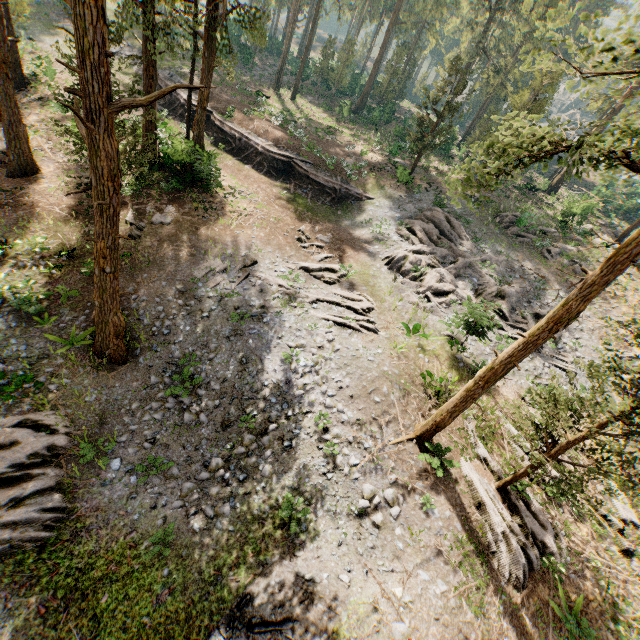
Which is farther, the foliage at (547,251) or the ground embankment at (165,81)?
the ground embankment at (165,81)

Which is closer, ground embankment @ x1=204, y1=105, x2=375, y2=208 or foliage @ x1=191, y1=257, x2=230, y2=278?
foliage @ x1=191, y1=257, x2=230, y2=278

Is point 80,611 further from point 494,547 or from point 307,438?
point 494,547

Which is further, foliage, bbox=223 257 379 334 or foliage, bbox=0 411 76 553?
foliage, bbox=223 257 379 334

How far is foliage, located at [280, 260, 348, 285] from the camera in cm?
1947

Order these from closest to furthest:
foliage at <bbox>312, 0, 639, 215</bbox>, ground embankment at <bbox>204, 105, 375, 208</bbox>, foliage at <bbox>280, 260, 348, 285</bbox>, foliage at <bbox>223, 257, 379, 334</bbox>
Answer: foliage at <bbox>312, 0, 639, 215</bbox> < foliage at <bbox>223, 257, 379, 334</bbox> < foliage at <bbox>280, 260, 348, 285</bbox> < ground embankment at <bbox>204, 105, 375, 208</bbox>

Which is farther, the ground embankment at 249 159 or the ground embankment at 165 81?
the ground embankment at 165 81
